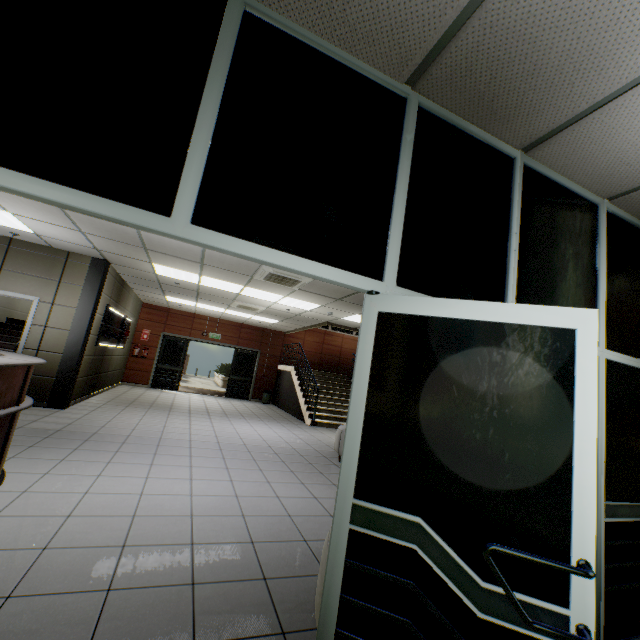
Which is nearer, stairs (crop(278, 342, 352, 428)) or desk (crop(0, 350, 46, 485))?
desk (crop(0, 350, 46, 485))

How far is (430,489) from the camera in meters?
1.4

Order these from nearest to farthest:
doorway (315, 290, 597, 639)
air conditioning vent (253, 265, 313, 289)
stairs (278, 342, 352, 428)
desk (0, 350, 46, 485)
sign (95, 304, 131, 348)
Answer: doorway (315, 290, 597, 639) < desk (0, 350, 46, 485) < air conditioning vent (253, 265, 313, 289) < sign (95, 304, 131, 348) < stairs (278, 342, 352, 428)

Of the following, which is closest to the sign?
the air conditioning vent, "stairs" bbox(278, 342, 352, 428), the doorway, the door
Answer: the door

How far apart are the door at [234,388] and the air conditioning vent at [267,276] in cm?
802

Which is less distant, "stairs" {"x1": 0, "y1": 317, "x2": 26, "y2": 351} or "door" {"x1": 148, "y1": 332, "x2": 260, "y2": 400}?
"stairs" {"x1": 0, "y1": 317, "x2": 26, "y2": 351}

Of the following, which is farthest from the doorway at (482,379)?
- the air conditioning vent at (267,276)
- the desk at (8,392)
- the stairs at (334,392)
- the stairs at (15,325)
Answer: the stairs at (334,392)

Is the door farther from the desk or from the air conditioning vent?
the desk
